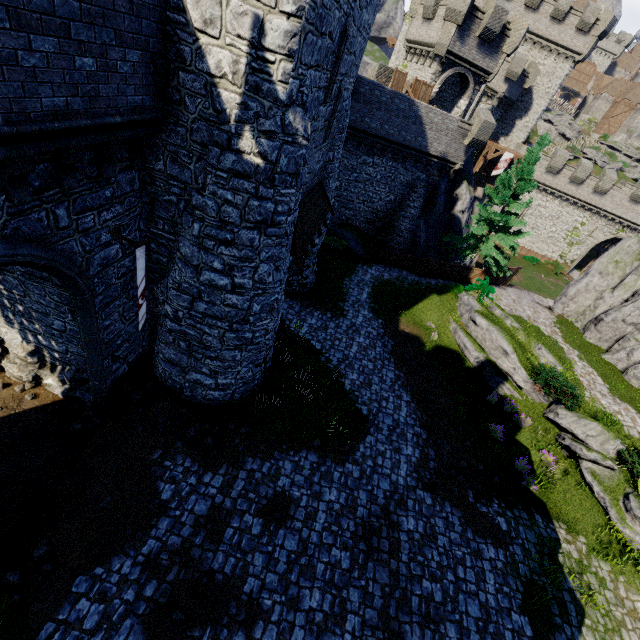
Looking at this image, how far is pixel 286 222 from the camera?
8.92m

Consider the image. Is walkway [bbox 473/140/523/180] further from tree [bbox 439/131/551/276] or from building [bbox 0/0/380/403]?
building [bbox 0/0/380/403]

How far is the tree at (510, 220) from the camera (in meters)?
21.23

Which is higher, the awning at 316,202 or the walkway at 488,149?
the walkway at 488,149

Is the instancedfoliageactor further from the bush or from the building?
the bush

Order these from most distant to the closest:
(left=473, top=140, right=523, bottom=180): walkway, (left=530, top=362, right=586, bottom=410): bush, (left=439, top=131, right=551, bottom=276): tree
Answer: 1. (left=473, top=140, right=523, bottom=180): walkway
2. (left=439, top=131, right=551, bottom=276): tree
3. (left=530, top=362, right=586, bottom=410): bush

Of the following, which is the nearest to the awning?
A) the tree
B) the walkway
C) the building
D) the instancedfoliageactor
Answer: the building

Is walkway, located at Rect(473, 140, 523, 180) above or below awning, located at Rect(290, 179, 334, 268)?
above
